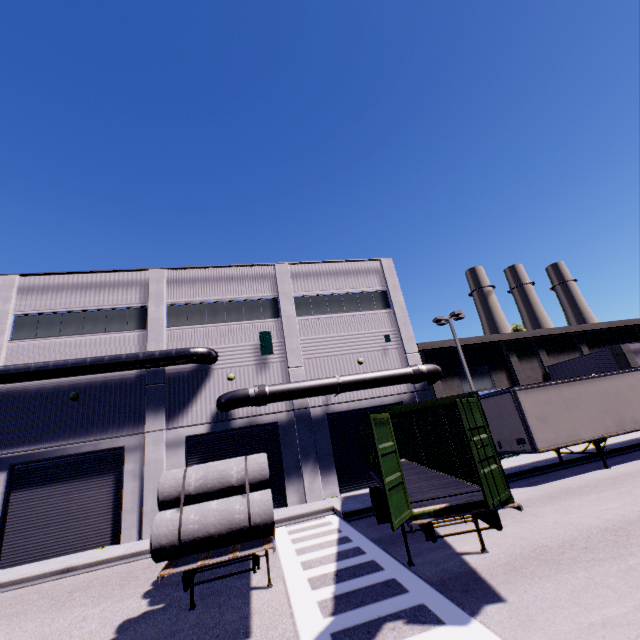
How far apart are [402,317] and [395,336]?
1.51m

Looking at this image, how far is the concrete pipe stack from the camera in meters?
6.1

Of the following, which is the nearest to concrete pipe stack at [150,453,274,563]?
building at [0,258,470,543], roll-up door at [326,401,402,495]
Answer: roll-up door at [326,401,402,495]

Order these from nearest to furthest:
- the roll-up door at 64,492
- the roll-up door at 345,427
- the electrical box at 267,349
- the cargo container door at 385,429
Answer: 1. the cargo container door at 385,429
2. the roll-up door at 64,492
3. the roll-up door at 345,427
4. the electrical box at 267,349

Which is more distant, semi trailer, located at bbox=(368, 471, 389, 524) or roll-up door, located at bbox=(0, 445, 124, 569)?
roll-up door, located at bbox=(0, 445, 124, 569)

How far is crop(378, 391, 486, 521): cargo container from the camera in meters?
6.5 m

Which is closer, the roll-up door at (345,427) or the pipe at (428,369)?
the pipe at (428,369)

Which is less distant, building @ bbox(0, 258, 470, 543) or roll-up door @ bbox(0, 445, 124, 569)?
roll-up door @ bbox(0, 445, 124, 569)
